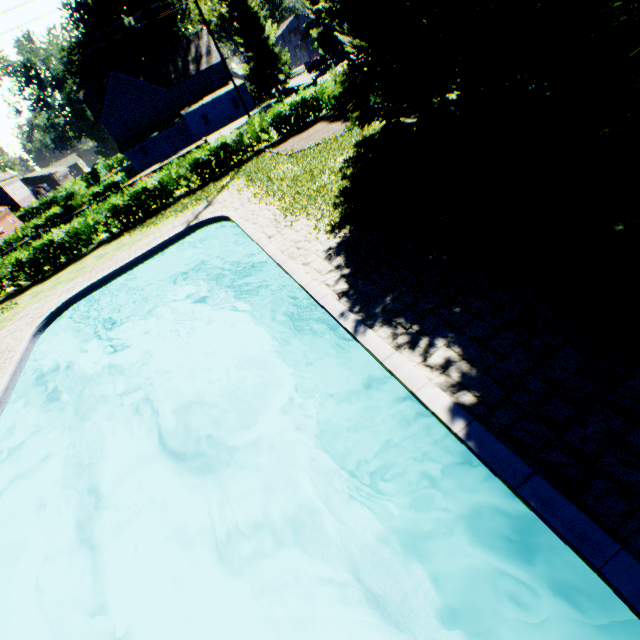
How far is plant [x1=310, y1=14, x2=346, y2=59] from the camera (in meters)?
51.88

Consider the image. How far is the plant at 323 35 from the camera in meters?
51.9 m

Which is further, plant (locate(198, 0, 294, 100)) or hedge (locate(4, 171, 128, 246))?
plant (locate(198, 0, 294, 100))

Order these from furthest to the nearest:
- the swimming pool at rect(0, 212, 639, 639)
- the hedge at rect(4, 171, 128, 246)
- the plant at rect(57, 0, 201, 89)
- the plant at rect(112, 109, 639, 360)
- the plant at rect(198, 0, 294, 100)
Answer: the plant at rect(57, 0, 201, 89), the plant at rect(198, 0, 294, 100), the hedge at rect(4, 171, 128, 246), the plant at rect(112, 109, 639, 360), the swimming pool at rect(0, 212, 639, 639)

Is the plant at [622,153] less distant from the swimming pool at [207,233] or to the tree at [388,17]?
the tree at [388,17]

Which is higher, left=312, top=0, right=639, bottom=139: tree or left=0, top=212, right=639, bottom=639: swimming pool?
left=312, top=0, right=639, bottom=139: tree

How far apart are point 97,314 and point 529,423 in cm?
1837
